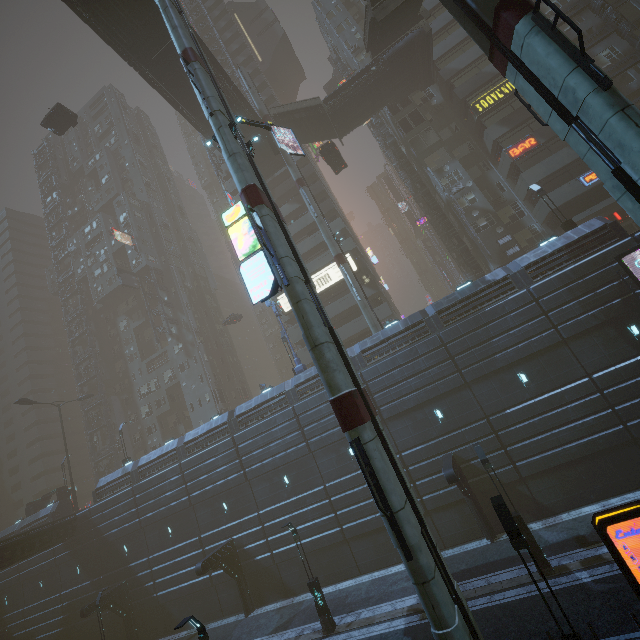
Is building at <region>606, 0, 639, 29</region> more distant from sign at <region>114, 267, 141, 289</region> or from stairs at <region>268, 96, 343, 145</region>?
stairs at <region>268, 96, 343, 145</region>

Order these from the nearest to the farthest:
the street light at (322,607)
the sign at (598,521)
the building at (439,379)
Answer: the sign at (598,521) → the street light at (322,607) → the building at (439,379)

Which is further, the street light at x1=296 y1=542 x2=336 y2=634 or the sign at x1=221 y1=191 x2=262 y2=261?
the street light at x1=296 y1=542 x2=336 y2=634

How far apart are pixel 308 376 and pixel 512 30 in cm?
2144

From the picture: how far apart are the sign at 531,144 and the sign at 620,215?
8.51m

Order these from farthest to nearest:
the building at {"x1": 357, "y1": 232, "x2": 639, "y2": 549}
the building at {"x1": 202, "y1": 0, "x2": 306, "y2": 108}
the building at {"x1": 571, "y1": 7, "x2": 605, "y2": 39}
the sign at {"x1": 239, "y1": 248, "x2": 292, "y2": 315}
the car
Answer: the building at {"x1": 202, "y1": 0, "x2": 306, "y2": 108} < the car < the building at {"x1": 571, "y1": 7, "x2": 605, "y2": 39} < the building at {"x1": 357, "y1": 232, "x2": 639, "y2": 549} < the sign at {"x1": 239, "y1": 248, "x2": 292, "y2": 315}

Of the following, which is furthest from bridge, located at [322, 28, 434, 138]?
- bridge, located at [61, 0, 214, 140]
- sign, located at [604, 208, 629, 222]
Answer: sign, located at [604, 208, 629, 222]

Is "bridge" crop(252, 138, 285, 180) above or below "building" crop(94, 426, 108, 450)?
above
